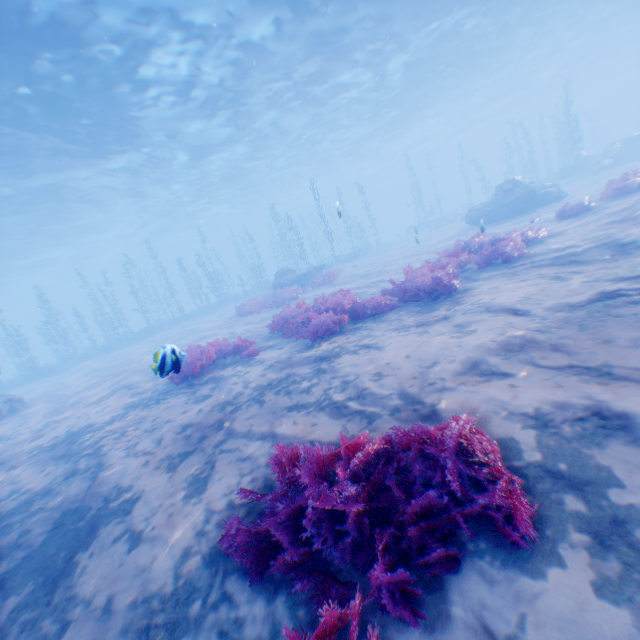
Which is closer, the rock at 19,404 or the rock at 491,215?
the rock at 19,404

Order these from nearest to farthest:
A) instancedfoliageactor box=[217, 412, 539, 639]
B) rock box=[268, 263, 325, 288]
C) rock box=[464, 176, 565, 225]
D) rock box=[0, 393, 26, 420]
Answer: instancedfoliageactor box=[217, 412, 539, 639] → rock box=[0, 393, 26, 420] → rock box=[464, 176, 565, 225] → rock box=[268, 263, 325, 288]

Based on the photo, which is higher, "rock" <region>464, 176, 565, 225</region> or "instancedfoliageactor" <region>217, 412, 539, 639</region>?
"rock" <region>464, 176, 565, 225</region>

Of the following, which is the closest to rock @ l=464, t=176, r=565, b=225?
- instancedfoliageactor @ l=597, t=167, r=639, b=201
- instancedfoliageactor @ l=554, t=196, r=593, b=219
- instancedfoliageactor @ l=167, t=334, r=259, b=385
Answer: instancedfoliageactor @ l=167, t=334, r=259, b=385

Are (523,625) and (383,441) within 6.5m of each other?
yes

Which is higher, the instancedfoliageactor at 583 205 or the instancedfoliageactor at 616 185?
the instancedfoliageactor at 616 185

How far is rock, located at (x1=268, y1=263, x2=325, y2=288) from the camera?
21.6m

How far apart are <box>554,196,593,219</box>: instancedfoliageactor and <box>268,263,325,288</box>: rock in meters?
13.1 m
